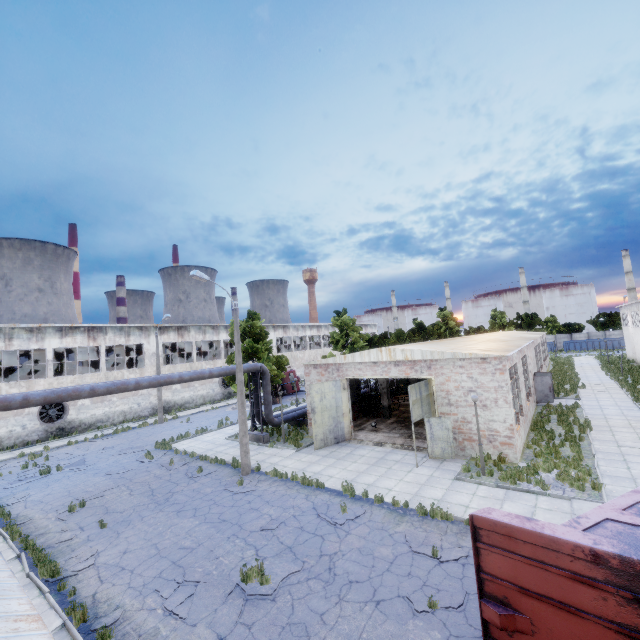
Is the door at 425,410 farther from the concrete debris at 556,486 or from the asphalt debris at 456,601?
the asphalt debris at 456,601

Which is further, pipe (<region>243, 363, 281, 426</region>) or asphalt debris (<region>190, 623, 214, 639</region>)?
pipe (<region>243, 363, 281, 426</region>)

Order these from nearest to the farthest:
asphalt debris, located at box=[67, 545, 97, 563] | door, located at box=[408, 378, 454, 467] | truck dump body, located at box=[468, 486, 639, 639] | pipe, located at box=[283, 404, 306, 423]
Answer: truck dump body, located at box=[468, 486, 639, 639]
asphalt debris, located at box=[67, 545, 97, 563]
door, located at box=[408, 378, 454, 467]
pipe, located at box=[283, 404, 306, 423]

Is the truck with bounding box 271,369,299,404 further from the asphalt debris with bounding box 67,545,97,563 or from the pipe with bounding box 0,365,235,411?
the asphalt debris with bounding box 67,545,97,563

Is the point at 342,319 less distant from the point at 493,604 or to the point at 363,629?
the point at 363,629

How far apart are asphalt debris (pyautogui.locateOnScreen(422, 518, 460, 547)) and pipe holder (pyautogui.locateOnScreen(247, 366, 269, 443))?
12.73m

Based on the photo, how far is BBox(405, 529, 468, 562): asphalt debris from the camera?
8.96m

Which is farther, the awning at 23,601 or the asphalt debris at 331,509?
the asphalt debris at 331,509
